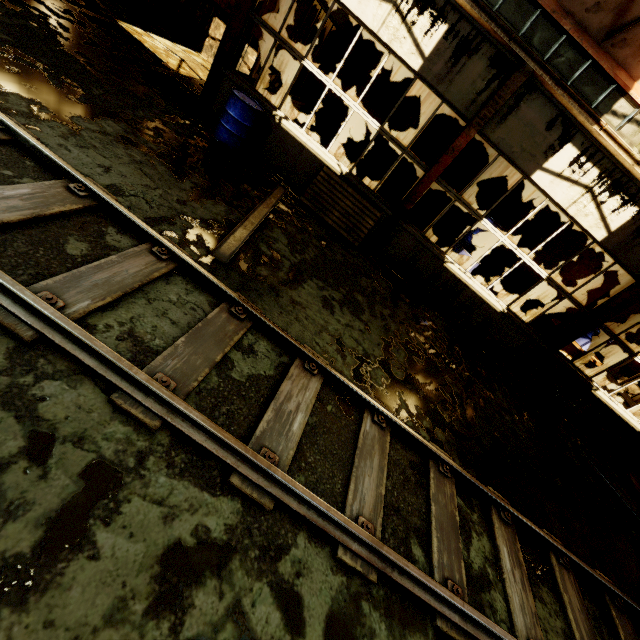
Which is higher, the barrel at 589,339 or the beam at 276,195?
the barrel at 589,339

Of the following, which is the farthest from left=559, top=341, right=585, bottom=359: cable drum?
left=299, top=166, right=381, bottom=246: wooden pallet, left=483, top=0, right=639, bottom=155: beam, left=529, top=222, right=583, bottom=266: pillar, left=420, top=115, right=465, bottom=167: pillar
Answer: left=299, top=166, right=381, bottom=246: wooden pallet

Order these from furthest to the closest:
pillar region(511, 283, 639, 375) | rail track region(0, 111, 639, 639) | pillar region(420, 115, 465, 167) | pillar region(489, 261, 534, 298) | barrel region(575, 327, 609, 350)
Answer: pillar region(489, 261, 534, 298)
pillar region(420, 115, 465, 167)
barrel region(575, 327, 609, 350)
pillar region(511, 283, 639, 375)
rail track region(0, 111, 639, 639)

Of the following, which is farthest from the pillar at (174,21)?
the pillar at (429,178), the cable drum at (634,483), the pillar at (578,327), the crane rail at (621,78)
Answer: the cable drum at (634,483)

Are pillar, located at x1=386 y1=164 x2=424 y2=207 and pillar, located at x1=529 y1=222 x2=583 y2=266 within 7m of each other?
yes

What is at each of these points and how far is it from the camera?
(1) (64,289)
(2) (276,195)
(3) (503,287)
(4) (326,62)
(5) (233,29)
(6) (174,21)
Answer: (1) rail track, 2.48m
(2) beam, 6.42m
(3) pillar, 12.05m
(4) pillar, 10.21m
(5) pillar, 6.38m
(6) pillar, 10.75m

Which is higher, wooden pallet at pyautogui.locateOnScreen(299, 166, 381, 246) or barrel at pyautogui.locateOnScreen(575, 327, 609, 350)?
barrel at pyautogui.locateOnScreen(575, 327, 609, 350)

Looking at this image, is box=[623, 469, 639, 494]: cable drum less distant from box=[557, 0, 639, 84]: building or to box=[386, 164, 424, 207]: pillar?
box=[557, 0, 639, 84]: building
